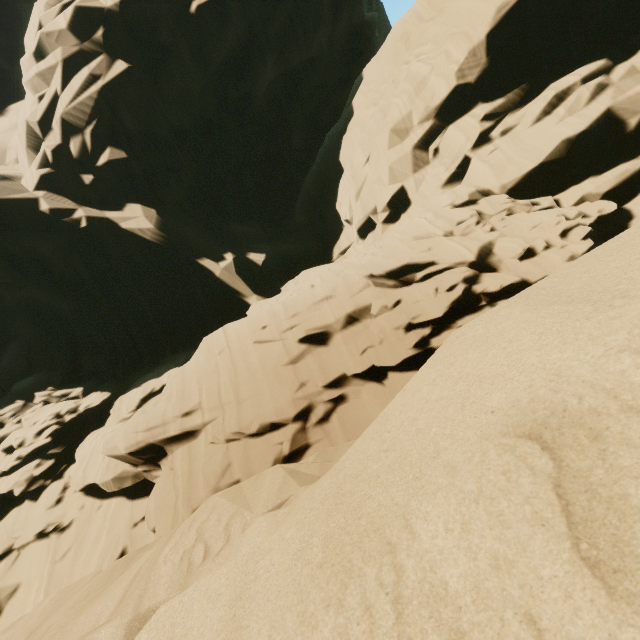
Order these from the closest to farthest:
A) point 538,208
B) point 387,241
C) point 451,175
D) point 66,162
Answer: point 538,208
point 387,241
point 451,175
point 66,162
